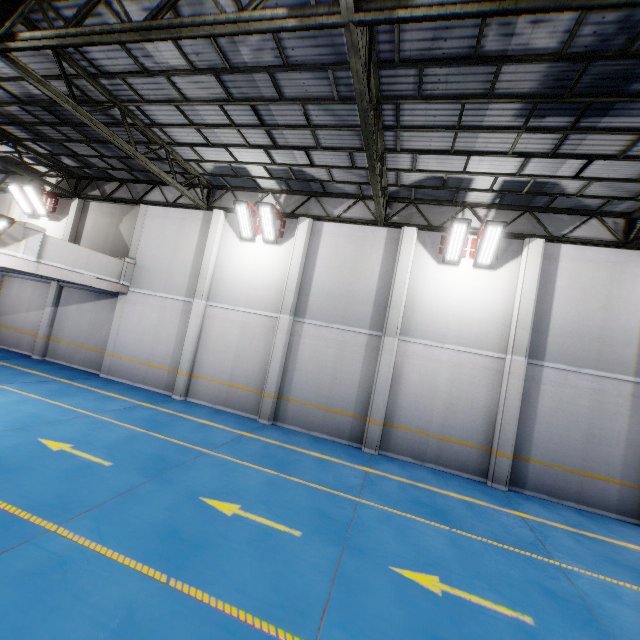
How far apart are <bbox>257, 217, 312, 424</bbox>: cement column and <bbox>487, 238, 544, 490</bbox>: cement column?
7.4m

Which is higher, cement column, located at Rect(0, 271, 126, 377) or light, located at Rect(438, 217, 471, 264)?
light, located at Rect(438, 217, 471, 264)

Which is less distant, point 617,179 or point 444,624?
point 444,624

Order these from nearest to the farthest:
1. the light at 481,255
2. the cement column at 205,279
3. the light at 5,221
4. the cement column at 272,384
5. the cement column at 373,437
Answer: the light at 5,221, the light at 481,255, the cement column at 373,437, the cement column at 272,384, the cement column at 205,279

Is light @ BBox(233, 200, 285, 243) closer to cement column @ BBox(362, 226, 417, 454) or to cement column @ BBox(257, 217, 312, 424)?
cement column @ BBox(257, 217, 312, 424)

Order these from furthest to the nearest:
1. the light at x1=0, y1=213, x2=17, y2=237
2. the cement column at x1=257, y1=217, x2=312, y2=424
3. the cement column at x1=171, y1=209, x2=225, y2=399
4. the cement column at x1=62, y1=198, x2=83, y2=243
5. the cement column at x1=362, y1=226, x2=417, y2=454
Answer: the cement column at x1=62, y1=198, x2=83, y2=243 → the cement column at x1=171, y1=209, x2=225, y2=399 → the cement column at x1=257, y1=217, x2=312, y2=424 → the cement column at x1=362, y1=226, x2=417, y2=454 → the light at x1=0, y1=213, x2=17, y2=237

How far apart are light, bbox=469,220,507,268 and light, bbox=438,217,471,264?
0.1m

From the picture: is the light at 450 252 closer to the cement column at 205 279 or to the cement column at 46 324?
the cement column at 205 279
